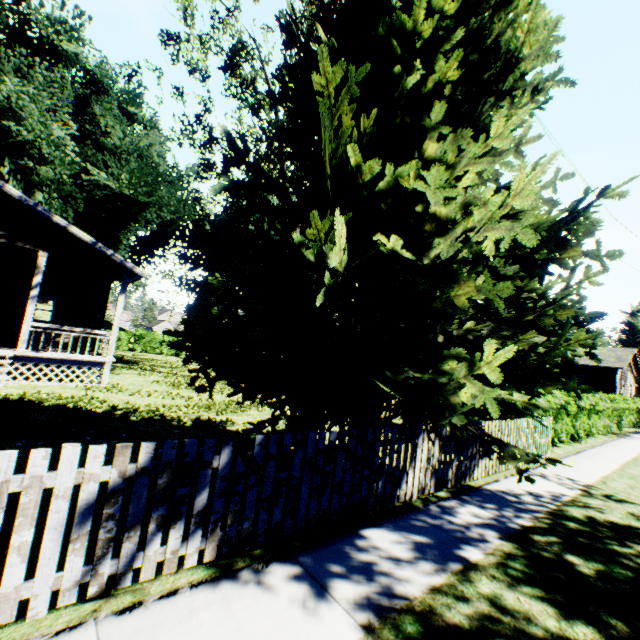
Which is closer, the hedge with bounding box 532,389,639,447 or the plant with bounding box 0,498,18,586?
the plant with bounding box 0,498,18,586

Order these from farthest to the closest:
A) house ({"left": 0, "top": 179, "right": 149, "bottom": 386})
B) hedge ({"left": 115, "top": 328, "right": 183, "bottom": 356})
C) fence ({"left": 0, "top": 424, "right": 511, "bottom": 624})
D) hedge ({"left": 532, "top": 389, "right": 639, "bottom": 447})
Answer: hedge ({"left": 115, "top": 328, "right": 183, "bottom": 356}), hedge ({"left": 532, "top": 389, "right": 639, "bottom": 447}), house ({"left": 0, "top": 179, "right": 149, "bottom": 386}), fence ({"left": 0, "top": 424, "right": 511, "bottom": 624})

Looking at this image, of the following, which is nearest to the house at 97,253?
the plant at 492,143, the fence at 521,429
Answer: the plant at 492,143

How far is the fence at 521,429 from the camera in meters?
7.7

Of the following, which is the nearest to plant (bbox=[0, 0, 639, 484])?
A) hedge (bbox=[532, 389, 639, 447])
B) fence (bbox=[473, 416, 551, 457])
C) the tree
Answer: fence (bbox=[473, 416, 551, 457])

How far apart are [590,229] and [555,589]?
4.1m

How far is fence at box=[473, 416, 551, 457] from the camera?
7.7m

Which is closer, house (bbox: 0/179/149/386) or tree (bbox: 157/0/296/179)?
A: house (bbox: 0/179/149/386)
